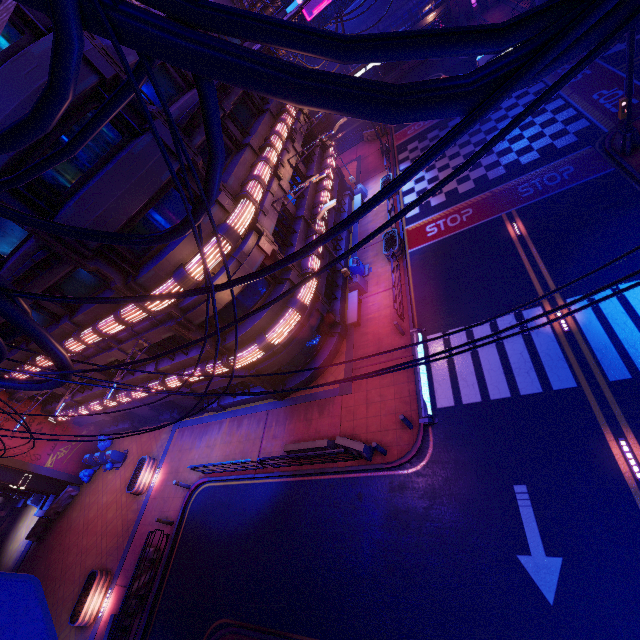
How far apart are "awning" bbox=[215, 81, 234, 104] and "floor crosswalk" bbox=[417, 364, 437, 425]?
12.6m

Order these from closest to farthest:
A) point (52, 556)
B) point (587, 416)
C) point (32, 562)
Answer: point (587, 416)
point (52, 556)
point (32, 562)

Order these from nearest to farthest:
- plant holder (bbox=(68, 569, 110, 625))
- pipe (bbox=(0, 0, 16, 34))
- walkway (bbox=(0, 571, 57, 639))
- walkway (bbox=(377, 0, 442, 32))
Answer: pipe (bbox=(0, 0, 16, 34))
walkway (bbox=(0, 571, 57, 639))
plant holder (bbox=(68, 569, 110, 625))
walkway (bbox=(377, 0, 442, 32))

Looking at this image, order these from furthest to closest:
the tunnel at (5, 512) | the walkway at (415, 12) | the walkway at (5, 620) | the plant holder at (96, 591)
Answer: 1. the walkway at (415, 12)
2. the tunnel at (5, 512)
3. the plant holder at (96, 591)
4. the walkway at (5, 620)

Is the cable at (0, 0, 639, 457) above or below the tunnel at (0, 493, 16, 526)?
above

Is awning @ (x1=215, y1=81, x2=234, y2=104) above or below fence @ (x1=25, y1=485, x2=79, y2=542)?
above

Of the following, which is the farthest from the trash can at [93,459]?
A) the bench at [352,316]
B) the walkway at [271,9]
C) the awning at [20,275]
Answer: the walkway at [271,9]

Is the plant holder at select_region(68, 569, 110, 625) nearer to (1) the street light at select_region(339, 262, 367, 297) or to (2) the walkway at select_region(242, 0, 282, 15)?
(1) the street light at select_region(339, 262, 367, 297)
